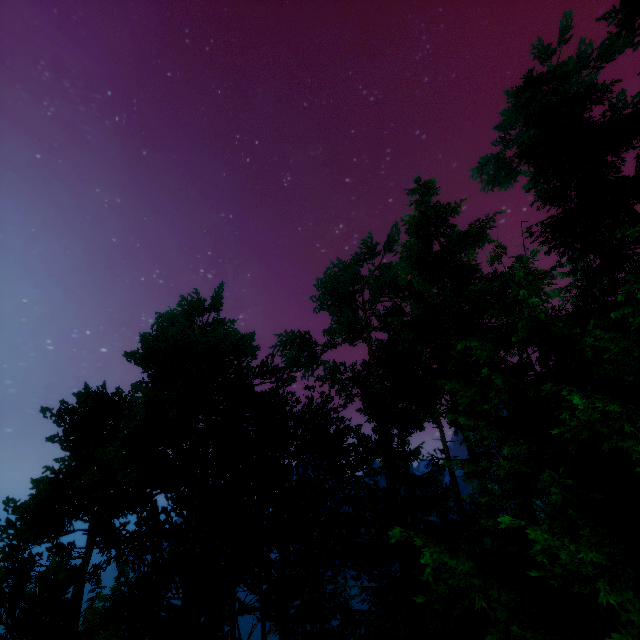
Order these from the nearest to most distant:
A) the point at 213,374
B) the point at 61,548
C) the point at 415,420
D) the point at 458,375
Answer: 1. the point at 213,374
2. the point at 458,375
3. the point at 61,548
4. the point at 415,420
